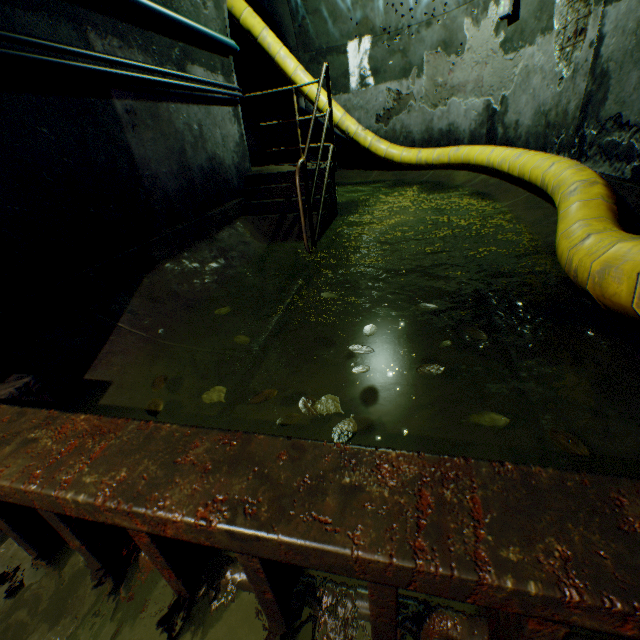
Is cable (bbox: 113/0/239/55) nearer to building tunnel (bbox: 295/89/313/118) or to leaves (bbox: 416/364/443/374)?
building tunnel (bbox: 295/89/313/118)

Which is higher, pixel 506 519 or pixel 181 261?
pixel 506 519

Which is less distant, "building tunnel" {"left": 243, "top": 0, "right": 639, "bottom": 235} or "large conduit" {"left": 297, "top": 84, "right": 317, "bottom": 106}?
"building tunnel" {"left": 243, "top": 0, "right": 639, "bottom": 235}

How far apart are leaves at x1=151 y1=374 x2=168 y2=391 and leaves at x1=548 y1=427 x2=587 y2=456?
1.9 meters

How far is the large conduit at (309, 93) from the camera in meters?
7.6 m

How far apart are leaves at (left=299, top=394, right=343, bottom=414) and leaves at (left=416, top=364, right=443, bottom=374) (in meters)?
0.50

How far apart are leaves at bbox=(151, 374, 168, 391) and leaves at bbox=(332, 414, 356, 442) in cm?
70

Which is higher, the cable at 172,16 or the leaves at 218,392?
the cable at 172,16
